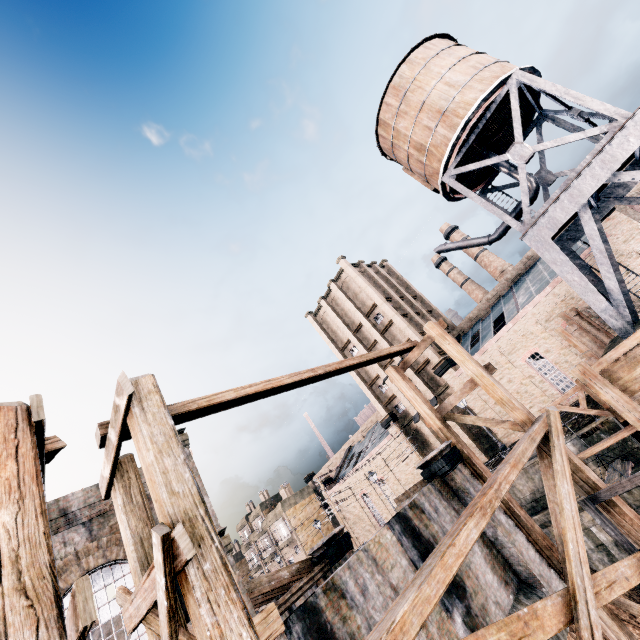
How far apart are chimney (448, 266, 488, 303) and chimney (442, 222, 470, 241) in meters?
2.6 m

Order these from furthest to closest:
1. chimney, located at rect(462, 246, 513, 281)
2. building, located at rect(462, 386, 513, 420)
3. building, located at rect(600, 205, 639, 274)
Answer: chimney, located at rect(462, 246, 513, 281), building, located at rect(462, 386, 513, 420), building, located at rect(600, 205, 639, 274)

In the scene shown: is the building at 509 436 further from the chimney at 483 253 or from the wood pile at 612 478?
the chimney at 483 253

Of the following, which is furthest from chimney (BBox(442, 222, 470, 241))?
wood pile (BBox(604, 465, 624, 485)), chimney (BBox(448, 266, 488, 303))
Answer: wood pile (BBox(604, 465, 624, 485))

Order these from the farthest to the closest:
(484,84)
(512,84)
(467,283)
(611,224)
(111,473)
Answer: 1. (467,283)
2. (611,224)
3. (484,84)
4. (512,84)
5. (111,473)

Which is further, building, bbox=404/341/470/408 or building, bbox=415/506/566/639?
building, bbox=404/341/470/408

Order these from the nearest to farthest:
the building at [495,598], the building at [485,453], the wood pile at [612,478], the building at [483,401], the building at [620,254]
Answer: the building at [495,598], the wood pile at [612,478], the building at [620,254], the building at [483,401], the building at [485,453]

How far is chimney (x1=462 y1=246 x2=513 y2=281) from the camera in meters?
52.9
